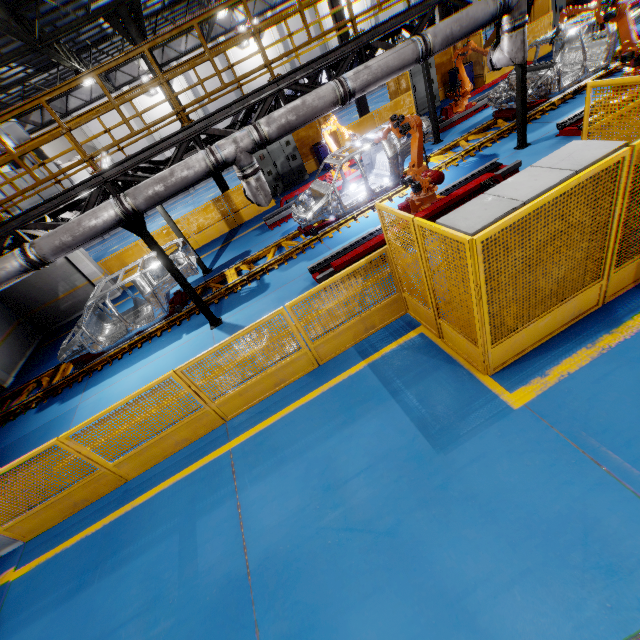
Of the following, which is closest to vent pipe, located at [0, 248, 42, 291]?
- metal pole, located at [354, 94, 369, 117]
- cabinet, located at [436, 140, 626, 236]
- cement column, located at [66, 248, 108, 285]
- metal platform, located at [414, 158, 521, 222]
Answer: metal platform, located at [414, 158, 521, 222]

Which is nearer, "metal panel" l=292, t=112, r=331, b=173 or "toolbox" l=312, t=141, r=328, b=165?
"toolbox" l=312, t=141, r=328, b=165

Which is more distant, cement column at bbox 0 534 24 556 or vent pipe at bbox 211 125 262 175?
vent pipe at bbox 211 125 262 175

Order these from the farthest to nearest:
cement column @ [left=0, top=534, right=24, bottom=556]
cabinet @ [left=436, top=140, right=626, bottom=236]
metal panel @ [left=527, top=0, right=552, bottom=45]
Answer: metal panel @ [left=527, top=0, right=552, bottom=45] → cement column @ [left=0, top=534, right=24, bottom=556] → cabinet @ [left=436, top=140, right=626, bottom=236]

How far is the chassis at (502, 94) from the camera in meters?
10.7

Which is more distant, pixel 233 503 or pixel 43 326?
pixel 43 326

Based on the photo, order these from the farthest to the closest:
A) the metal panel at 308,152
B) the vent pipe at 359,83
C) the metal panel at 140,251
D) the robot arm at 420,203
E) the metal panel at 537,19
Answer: the metal panel at 308,152 → the metal panel at 537,19 → the metal panel at 140,251 → the robot arm at 420,203 → the vent pipe at 359,83

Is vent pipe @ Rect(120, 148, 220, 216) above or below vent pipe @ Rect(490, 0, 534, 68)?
above
